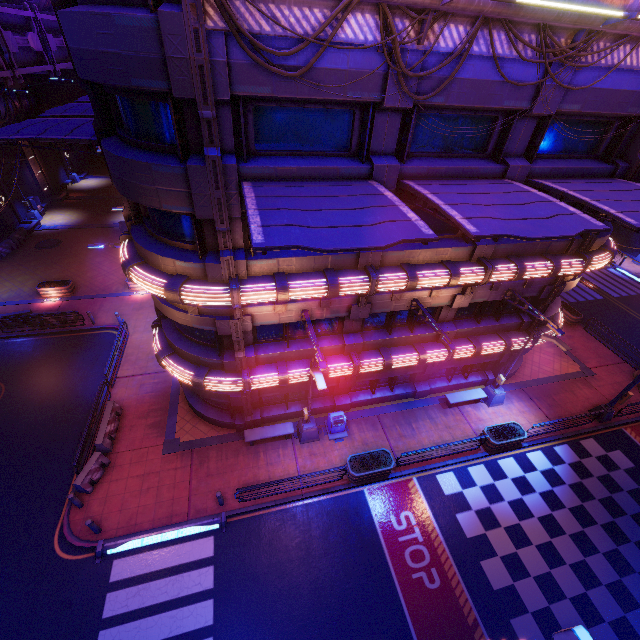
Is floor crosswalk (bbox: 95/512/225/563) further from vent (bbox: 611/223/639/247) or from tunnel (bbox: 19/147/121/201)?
vent (bbox: 611/223/639/247)

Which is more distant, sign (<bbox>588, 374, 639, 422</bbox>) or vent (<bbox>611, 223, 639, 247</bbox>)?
vent (<bbox>611, 223, 639, 247</bbox>)

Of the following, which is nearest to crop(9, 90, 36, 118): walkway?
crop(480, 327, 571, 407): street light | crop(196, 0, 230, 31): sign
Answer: crop(196, 0, 230, 31): sign

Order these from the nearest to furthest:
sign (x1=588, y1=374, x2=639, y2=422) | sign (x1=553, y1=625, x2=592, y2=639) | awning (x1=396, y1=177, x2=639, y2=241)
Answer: sign (x1=553, y1=625, x2=592, y2=639)
awning (x1=396, y1=177, x2=639, y2=241)
sign (x1=588, y1=374, x2=639, y2=422)

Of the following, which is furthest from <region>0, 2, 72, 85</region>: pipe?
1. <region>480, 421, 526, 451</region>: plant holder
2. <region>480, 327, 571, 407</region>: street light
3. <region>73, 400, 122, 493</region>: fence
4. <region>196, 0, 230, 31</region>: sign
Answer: <region>480, 421, 526, 451</region>: plant holder

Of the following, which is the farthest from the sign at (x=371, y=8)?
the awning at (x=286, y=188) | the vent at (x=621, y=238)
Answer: the vent at (x=621, y=238)

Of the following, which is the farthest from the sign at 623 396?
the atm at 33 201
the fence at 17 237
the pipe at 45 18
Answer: the atm at 33 201

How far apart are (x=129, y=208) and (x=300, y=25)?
8.55m
